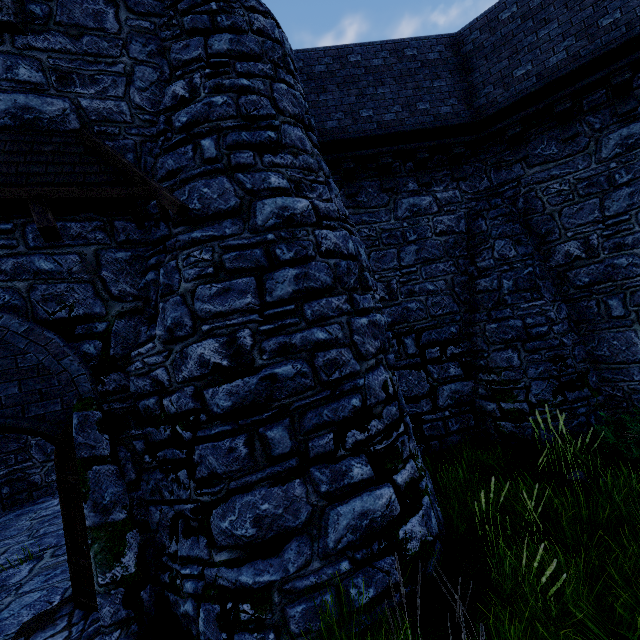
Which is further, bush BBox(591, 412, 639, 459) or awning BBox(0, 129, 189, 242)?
bush BBox(591, 412, 639, 459)

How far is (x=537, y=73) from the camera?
7.51m

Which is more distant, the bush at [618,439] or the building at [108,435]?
the bush at [618,439]

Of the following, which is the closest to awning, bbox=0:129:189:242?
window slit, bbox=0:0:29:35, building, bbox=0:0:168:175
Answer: building, bbox=0:0:168:175

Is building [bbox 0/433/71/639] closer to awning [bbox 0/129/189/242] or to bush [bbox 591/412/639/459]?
awning [bbox 0/129/189/242]

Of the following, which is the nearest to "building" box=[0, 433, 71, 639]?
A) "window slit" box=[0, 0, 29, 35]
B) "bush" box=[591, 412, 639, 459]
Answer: "window slit" box=[0, 0, 29, 35]

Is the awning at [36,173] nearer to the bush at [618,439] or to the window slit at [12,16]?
the window slit at [12,16]

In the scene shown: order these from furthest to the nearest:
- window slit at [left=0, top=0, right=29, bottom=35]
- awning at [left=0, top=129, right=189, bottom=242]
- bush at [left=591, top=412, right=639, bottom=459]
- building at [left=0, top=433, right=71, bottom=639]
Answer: bush at [left=591, top=412, right=639, bottom=459] < building at [left=0, top=433, right=71, bottom=639] < window slit at [left=0, top=0, right=29, bottom=35] < awning at [left=0, top=129, right=189, bottom=242]
